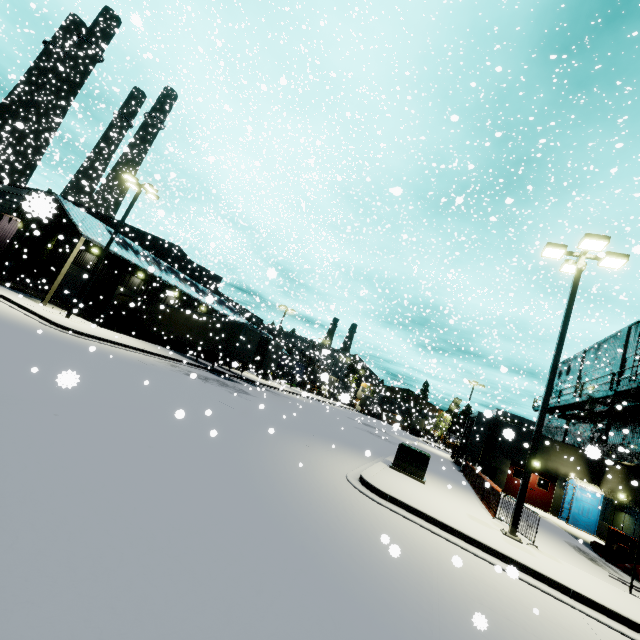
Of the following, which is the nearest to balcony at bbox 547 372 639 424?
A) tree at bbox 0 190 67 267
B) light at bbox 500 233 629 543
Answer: light at bbox 500 233 629 543

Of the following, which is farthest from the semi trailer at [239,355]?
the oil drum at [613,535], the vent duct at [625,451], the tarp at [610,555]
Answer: the oil drum at [613,535]

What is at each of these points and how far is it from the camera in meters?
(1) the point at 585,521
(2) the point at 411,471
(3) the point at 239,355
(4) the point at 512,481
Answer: (1) portable restroom, 20.3
(2) electrical box, 13.1
(3) semi trailer, 25.3
(4) door, 23.8

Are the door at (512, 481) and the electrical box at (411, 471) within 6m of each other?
no

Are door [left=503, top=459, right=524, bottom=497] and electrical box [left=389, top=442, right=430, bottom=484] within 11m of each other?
no

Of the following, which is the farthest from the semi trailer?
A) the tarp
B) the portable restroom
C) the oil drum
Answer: the oil drum

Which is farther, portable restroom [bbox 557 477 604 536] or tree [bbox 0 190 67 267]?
portable restroom [bbox 557 477 604 536]

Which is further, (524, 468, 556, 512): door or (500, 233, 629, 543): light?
(524, 468, 556, 512): door
